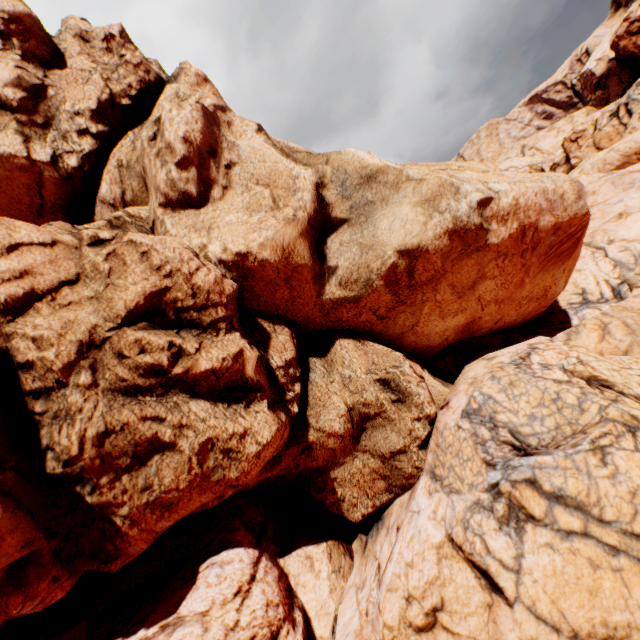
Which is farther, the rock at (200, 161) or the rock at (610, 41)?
the rock at (610, 41)

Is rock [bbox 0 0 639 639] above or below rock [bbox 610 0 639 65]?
below

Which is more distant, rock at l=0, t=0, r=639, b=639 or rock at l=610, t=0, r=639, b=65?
rock at l=610, t=0, r=639, b=65

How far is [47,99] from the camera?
10.4m

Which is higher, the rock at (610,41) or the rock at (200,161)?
the rock at (610,41)
